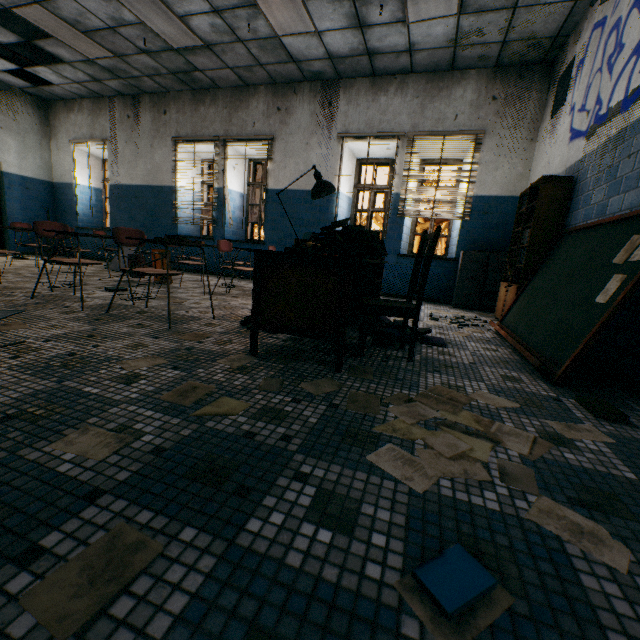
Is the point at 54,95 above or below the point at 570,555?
above

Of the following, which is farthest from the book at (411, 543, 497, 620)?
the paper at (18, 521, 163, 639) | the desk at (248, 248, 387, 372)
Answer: the desk at (248, 248, 387, 372)

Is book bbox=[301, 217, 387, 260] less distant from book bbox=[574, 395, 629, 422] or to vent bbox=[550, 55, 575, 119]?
book bbox=[574, 395, 629, 422]

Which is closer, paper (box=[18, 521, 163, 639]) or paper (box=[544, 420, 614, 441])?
paper (box=[18, 521, 163, 639])

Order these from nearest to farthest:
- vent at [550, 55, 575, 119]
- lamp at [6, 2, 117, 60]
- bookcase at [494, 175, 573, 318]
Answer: bookcase at [494, 175, 573, 318] < vent at [550, 55, 575, 119] < lamp at [6, 2, 117, 60]

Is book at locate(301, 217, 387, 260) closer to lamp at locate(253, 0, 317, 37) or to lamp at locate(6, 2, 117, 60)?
lamp at locate(253, 0, 317, 37)

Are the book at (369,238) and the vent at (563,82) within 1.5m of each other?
no

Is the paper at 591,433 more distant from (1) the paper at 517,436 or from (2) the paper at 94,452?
(2) the paper at 94,452
